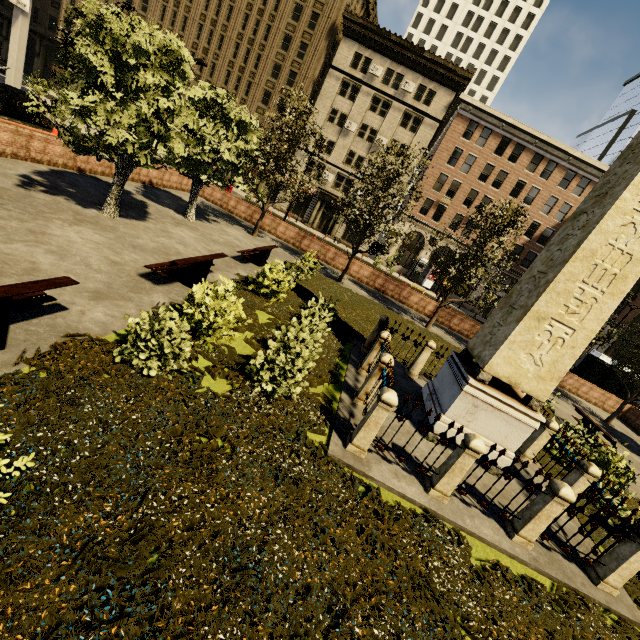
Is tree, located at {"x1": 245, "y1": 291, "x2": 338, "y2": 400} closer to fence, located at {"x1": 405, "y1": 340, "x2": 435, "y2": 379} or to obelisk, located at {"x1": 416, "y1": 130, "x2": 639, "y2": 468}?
fence, located at {"x1": 405, "y1": 340, "x2": 435, "y2": 379}

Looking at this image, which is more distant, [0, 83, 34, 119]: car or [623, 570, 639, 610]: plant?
[0, 83, 34, 119]: car

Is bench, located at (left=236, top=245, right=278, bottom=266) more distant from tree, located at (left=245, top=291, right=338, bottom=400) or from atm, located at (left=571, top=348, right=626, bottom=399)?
atm, located at (left=571, top=348, right=626, bottom=399)

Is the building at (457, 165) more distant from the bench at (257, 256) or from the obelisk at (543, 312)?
the obelisk at (543, 312)

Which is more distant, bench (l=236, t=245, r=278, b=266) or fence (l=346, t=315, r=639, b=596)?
bench (l=236, t=245, r=278, b=266)

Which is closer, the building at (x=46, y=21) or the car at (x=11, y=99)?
the car at (x=11, y=99)

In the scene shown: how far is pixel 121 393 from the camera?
4.7 meters

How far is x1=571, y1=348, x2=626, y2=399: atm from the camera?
21.9 meters
